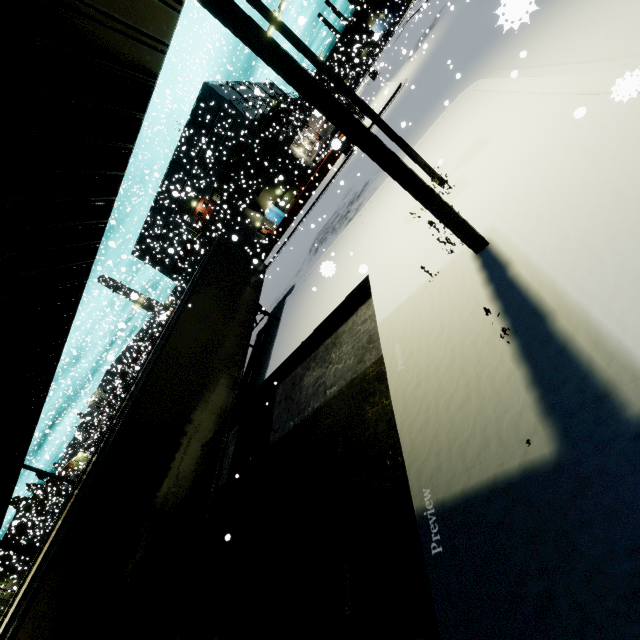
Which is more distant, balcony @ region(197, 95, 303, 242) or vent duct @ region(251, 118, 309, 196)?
vent duct @ region(251, 118, 309, 196)

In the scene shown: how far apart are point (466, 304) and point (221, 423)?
7.6 meters

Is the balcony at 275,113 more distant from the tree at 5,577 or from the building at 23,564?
the tree at 5,577

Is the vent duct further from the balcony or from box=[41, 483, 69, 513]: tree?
box=[41, 483, 69, 513]: tree

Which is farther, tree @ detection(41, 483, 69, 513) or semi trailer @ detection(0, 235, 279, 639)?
tree @ detection(41, 483, 69, 513)

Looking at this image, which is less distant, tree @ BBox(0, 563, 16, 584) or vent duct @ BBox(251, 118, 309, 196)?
vent duct @ BBox(251, 118, 309, 196)

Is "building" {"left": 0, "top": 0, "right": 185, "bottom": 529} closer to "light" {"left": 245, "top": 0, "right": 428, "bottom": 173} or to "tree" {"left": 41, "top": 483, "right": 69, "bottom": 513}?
"tree" {"left": 41, "top": 483, "right": 69, "bottom": 513}

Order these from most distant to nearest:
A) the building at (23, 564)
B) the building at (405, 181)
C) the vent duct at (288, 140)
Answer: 1. the vent duct at (288, 140)
2. the building at (23, 564)
3. the building at (405, 181)
